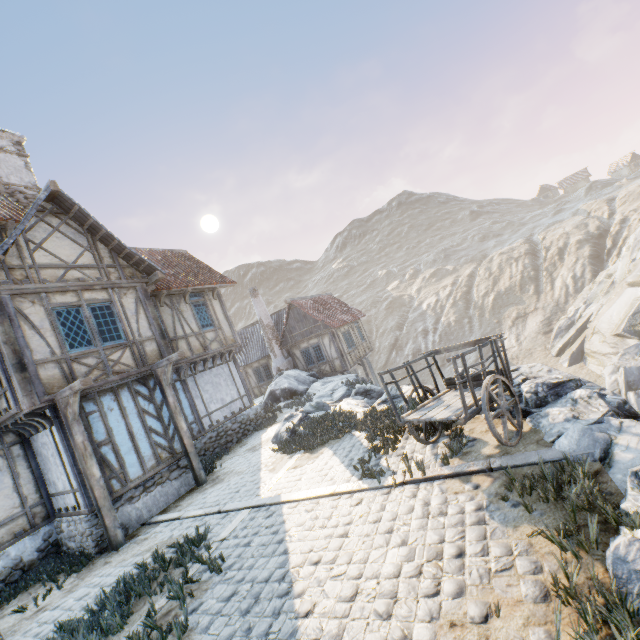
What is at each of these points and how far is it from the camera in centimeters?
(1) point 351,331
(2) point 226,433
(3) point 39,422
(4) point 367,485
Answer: (1) building, 2464cm
(2) stone foundation, 1360cm
(3) wooden structure, 841cm
(4) stone blocks, 593cm

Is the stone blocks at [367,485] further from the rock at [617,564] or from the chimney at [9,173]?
the chimney at [9,173]

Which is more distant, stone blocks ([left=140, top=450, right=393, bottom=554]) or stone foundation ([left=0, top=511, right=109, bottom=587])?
stone foundation ([left=0, top=511, right=109, bottom=587])

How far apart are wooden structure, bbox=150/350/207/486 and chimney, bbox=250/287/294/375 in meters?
12.5 m

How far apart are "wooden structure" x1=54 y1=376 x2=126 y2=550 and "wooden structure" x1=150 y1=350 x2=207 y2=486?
2.27m

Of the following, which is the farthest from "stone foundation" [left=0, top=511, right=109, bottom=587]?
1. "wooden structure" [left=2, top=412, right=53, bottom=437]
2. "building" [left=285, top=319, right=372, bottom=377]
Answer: "building" [left=285, top=319, right=372, bottom=377]

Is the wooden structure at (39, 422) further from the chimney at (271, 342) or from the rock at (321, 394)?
the chimney at (271, 342)

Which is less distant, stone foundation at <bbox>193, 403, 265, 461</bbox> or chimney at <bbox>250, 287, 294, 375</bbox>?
stone foundation at <bbox>193, 403, 265, 461</bbox>
